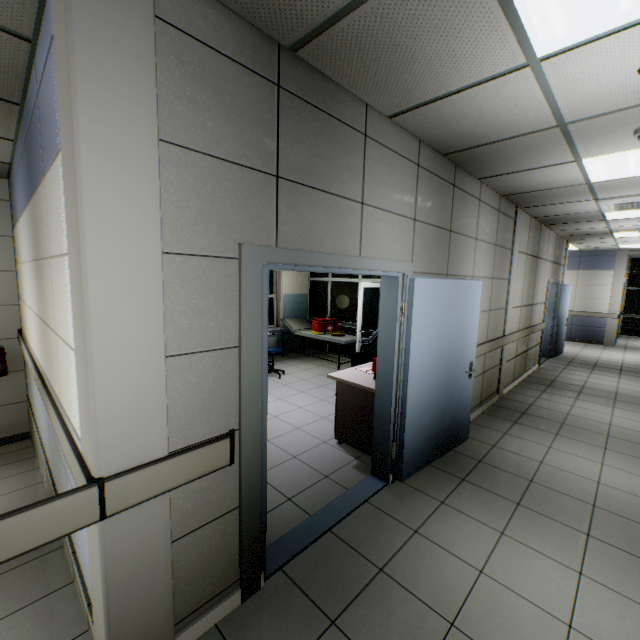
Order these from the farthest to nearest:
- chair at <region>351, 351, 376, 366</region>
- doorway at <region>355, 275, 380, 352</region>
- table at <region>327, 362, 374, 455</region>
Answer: doorway at <region>355, 275, 380, 352</region> < chair at <region>351, 351, 376, 366</region> < table at <region>327, 362, 374, 455</region>

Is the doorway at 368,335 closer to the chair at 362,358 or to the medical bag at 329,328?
the medical bag at 329,328

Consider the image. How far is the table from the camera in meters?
3.6 m

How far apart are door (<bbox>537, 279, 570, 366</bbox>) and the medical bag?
4.82m

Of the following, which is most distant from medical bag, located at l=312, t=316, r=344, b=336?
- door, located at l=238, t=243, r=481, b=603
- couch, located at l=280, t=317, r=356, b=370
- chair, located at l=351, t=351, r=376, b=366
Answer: door, located at l=238, t=243, r=481, b=603

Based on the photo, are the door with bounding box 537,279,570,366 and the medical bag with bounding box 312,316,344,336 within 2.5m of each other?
no

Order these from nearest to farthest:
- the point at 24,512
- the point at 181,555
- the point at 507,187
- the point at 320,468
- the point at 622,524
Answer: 1. the point at 24,512
2. the point at 181,555
3. the point at 622,524
4. the point at 320,468
5. the point at 507,187

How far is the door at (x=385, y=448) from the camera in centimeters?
186cm
